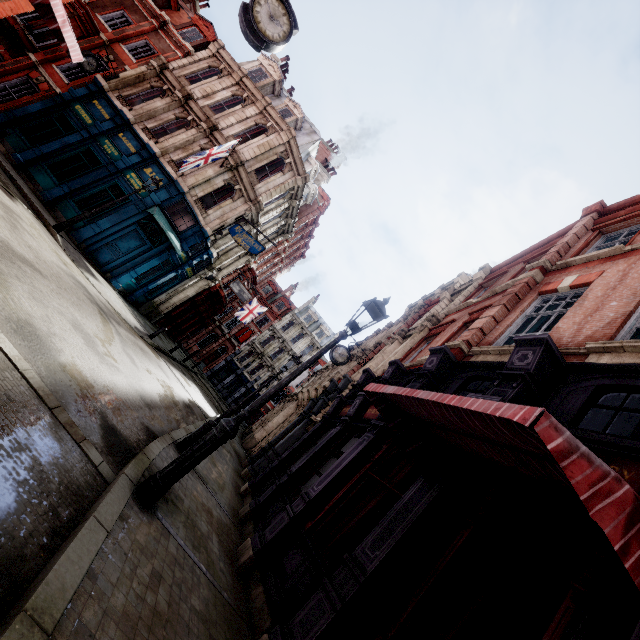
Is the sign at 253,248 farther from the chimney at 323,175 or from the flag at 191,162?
the chimney at 323,175

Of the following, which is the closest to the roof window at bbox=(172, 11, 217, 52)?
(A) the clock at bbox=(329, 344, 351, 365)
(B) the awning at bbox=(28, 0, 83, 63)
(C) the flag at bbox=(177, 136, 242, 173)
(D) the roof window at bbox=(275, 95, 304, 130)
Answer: (D) the roof window at bbox=(275, 95, 304, 130)

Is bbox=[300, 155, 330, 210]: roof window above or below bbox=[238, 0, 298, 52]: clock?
above

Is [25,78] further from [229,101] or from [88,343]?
[88,343]

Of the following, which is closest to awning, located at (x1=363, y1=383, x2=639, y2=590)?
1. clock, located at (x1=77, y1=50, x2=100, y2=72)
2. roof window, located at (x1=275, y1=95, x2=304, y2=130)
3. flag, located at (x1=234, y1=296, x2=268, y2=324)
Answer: roof window, located at (x1=275, y1=95, x2=304, y2=130)

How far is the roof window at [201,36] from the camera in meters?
21.6

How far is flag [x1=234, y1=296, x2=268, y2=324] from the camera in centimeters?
3341cm

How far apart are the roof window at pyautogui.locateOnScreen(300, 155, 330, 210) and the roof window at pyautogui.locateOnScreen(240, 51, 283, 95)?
5.9m
